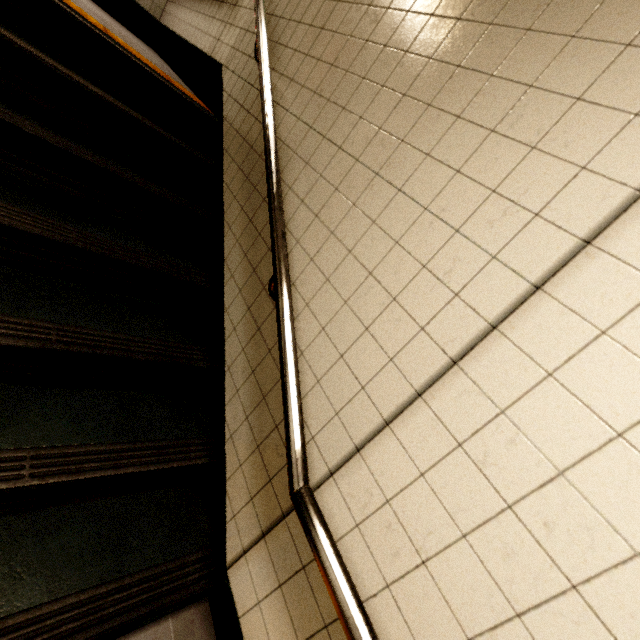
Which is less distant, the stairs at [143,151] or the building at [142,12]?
the stairs at [143,151]

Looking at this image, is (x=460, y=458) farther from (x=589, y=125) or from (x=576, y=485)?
(x=589, y=125)

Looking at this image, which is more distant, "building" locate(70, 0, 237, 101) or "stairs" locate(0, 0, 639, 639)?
"building" locate(70, 0, 237, 101)
